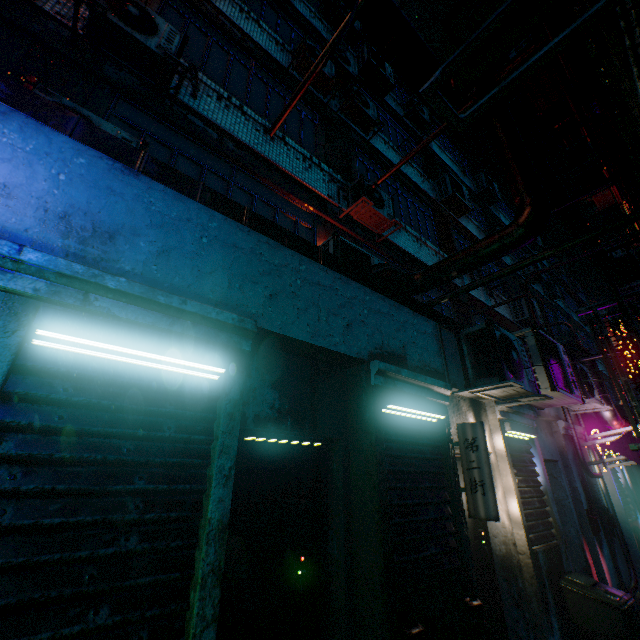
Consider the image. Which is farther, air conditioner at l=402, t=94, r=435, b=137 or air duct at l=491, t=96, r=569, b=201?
air conditioner at l=402, t=94, r=435, b=137

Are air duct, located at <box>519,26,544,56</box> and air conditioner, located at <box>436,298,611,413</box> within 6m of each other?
yes

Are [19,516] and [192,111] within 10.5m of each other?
yes

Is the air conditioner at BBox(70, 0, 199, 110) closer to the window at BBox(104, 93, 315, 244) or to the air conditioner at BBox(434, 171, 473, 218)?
the window at BBox(104, 93, 315, 244)

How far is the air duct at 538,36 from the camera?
4.1 meters

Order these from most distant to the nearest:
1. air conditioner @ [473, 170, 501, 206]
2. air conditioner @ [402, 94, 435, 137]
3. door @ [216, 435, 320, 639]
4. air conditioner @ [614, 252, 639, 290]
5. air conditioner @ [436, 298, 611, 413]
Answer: air conditioner @ [473, 170, 501, 206] < air conditioner @ [402, 94, 435, 137] < air conditioner @ [614, 252, 639, 290] < air conditioner @ [436, 298, 611, 413] < door @ [216, 435, 320, 639]

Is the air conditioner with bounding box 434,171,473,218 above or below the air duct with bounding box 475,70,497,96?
above

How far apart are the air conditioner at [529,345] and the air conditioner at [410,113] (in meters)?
8.95
